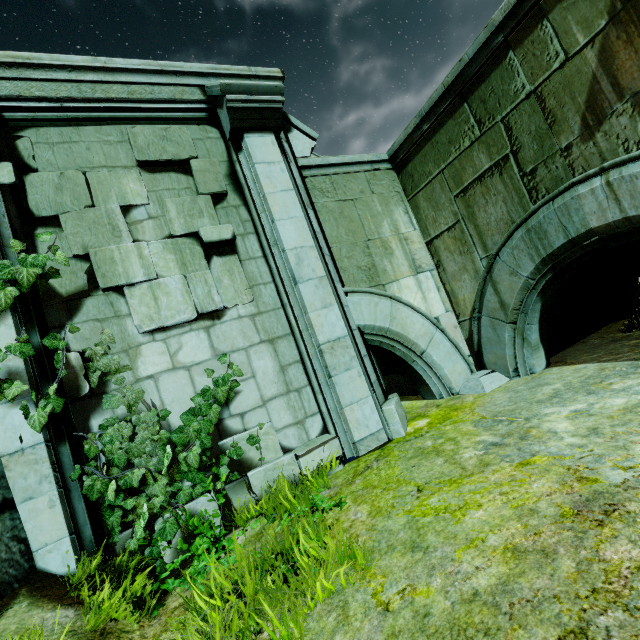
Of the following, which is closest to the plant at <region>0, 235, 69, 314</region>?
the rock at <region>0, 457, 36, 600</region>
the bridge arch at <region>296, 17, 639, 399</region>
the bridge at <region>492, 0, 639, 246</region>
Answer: the rock at <region>0, 457, 36, 600</region>

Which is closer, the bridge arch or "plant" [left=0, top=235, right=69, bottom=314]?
"plant" [left=0, top=235, right=69, bottom=314]

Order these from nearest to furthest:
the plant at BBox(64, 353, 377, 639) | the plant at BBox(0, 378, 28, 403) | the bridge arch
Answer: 1. the plant at BBox(64, 353, 377, 639)
2. the plant at BBox(0, 378, 28, 403)
3. the bridge arch

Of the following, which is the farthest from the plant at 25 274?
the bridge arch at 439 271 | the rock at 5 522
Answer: the bridge arch at 439 271

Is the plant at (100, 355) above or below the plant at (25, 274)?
below

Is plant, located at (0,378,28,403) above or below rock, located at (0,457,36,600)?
above

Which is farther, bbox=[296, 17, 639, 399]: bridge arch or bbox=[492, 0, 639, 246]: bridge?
bbox=[296, 17, 639, 399]: bridge arch

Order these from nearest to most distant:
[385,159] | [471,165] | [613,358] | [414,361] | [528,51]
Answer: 1. [528,51]
2. [613,358]
3. [471,165]
4. [414,361]
5. [385,159]
